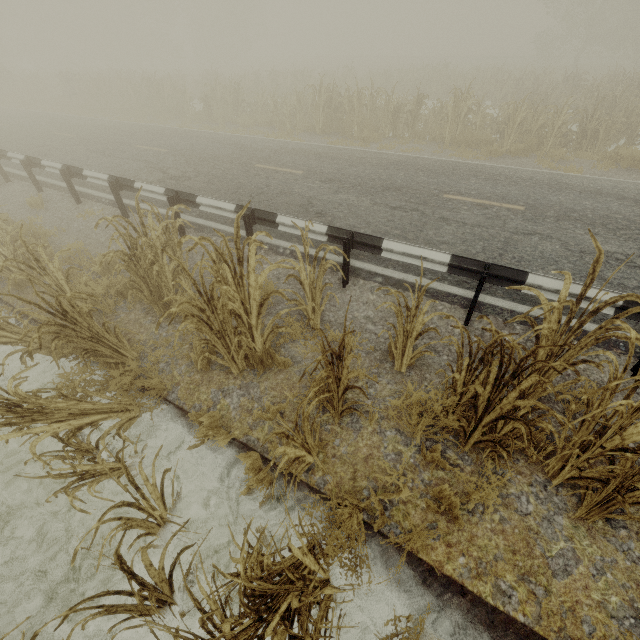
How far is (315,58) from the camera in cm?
5584

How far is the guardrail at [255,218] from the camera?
5.6 meters

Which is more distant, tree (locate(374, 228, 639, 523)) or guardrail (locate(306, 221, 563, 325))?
guardrail (locate(306, 221, 563, 325))

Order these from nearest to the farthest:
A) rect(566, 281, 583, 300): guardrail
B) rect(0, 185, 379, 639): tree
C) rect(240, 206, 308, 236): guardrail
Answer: rect(0, 185, 379, 639): tree < rect(566, 281, 583, 300): guardrail < rect(240, 206, 308, 236): guardrail

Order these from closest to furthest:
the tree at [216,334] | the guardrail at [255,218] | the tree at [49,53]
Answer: the tree at [216,334] → the guardrail at [255,218] → the tree at [49,53]

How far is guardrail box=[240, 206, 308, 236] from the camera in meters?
5.6 m

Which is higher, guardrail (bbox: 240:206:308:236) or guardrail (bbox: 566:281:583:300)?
guardrail (bbox: 566:281:583:300)
